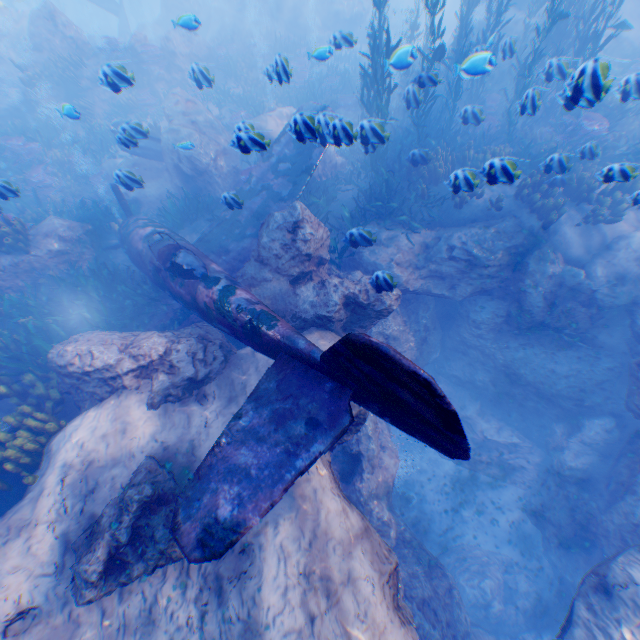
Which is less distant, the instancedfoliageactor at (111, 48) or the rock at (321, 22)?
the instancedfoliageactor at (111, 48)

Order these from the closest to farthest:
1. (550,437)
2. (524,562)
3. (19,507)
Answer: (19,507), (550,437), (524,562)

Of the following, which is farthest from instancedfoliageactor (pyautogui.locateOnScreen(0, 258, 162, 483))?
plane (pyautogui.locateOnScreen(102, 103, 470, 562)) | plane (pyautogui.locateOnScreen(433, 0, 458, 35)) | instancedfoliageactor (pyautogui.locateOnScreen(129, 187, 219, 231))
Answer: plane (pyautogui.locateOnScreen(433, 0, 458, 35))

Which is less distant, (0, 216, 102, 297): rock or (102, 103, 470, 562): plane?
(102, 103, 470, 562): plane

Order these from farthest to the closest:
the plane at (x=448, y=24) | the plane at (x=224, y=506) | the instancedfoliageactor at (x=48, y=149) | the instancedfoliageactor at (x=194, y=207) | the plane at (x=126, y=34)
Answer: the plane at (x=448, y=24)
the plane at (x=126, y=34)
the instancedfoliageactor at (x=194, y=207)
the instancedfoliageactor at (x=48, y=149)
the plane at (x=224, y=506)

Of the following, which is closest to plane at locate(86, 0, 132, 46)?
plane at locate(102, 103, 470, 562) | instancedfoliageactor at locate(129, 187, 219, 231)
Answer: instancedfoliageactor at locate(129, 187, 219, 231)

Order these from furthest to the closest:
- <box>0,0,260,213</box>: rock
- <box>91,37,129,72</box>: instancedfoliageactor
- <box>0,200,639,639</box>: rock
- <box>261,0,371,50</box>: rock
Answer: <box>261,0,371,50</box>: rock < <box>91,37,129,72</box>: instancedfoliageactor < <box>0,0,260,213</box>: rock < <box>0,200,639,639</box>: rock

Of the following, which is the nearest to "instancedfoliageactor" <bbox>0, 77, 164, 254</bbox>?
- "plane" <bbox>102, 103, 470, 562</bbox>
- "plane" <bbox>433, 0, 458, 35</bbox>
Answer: "plane" <bbox>102, 103, 470, 562</bbox>
